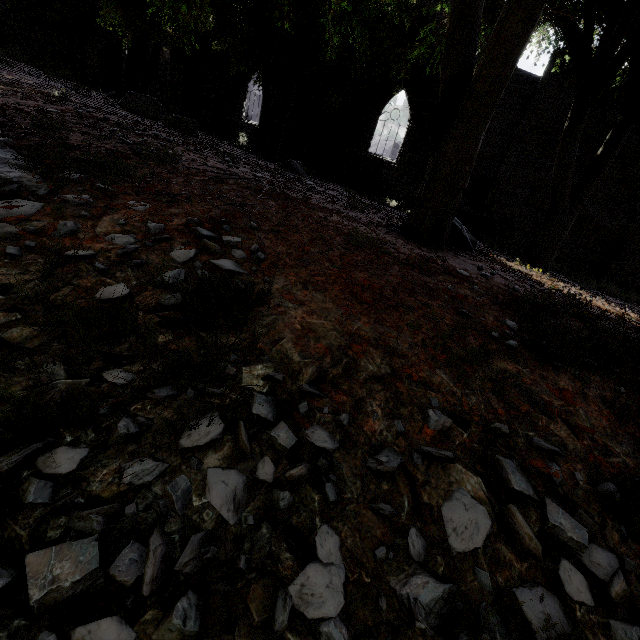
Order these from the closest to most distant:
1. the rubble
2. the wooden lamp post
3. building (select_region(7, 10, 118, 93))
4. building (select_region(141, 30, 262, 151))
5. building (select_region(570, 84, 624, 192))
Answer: building (select_region(570, 84, 624, 192)), the rubble, building (select_region(141, 30, 262, 151)), building (select_region(7, 10, 118, 93)), the wooden lamp post

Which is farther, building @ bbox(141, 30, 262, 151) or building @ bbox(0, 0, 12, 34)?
building @ bbox(0, 0, 12, 34)

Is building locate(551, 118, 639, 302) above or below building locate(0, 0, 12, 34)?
below

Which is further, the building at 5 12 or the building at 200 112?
the building at 5 12

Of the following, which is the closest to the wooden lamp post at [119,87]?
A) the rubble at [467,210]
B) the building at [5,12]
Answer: the building at [5,12]

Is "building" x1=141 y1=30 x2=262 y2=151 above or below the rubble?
above

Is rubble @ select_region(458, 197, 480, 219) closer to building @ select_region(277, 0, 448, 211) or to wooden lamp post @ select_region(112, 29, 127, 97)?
building @ select_region(277, 0, 448, 211)

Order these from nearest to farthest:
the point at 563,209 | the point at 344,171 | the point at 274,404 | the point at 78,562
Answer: the point at 78,562, the point at 274,404, the point at 563,209, the point at 344,171
